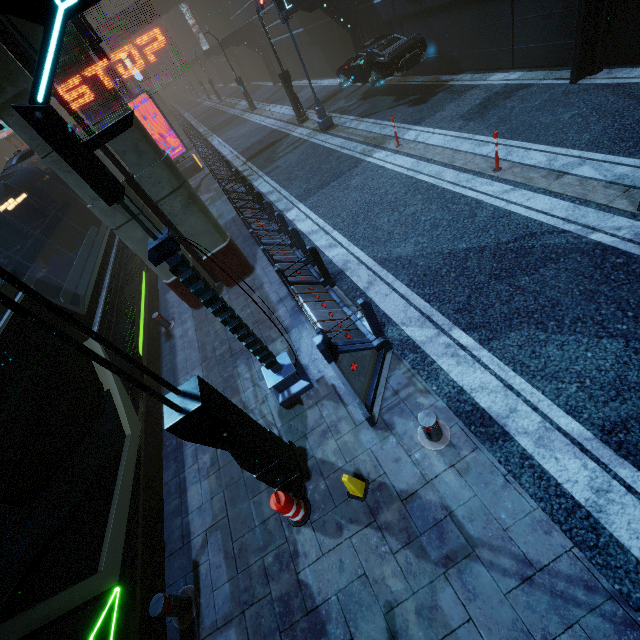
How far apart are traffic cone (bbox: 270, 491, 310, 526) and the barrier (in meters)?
1.41

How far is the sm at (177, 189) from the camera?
Result: 6.98m

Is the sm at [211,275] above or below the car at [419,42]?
below

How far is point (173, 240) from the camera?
3.83m

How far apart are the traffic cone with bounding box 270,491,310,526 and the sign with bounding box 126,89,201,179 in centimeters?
2163cm

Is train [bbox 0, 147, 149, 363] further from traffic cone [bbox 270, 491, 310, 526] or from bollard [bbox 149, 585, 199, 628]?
traffic cone [bbox 270, 491, 310, 526]

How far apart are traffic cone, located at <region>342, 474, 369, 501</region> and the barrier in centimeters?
72cm

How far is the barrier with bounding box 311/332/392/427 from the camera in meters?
5.0
